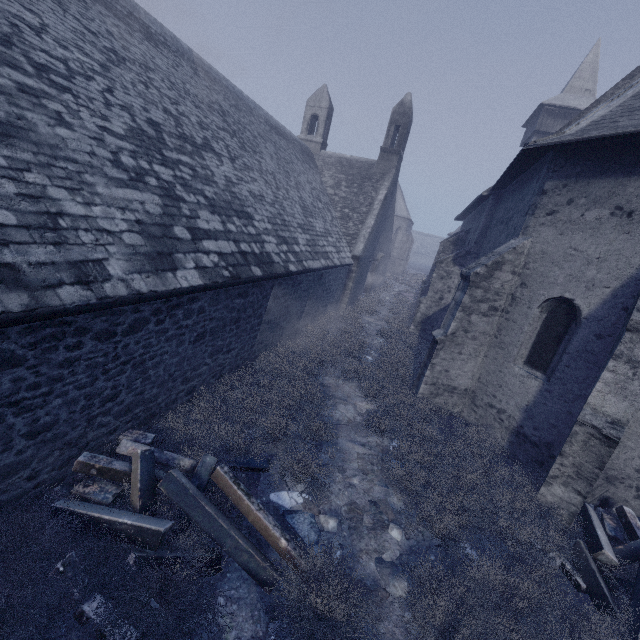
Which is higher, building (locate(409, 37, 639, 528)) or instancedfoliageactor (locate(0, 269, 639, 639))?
building (locate(409, 37, 639, 528))

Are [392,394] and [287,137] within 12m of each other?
no

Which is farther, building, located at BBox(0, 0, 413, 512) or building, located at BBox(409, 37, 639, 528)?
building, located at BBox(409, 37, 639, 528)

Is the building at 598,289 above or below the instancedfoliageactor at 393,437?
above

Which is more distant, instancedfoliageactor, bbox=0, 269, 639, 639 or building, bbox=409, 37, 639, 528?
building, bbox=409, 37, 639, 528

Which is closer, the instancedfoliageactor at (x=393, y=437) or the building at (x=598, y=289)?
the instancedfoliageactor at (x=393, y=437)
